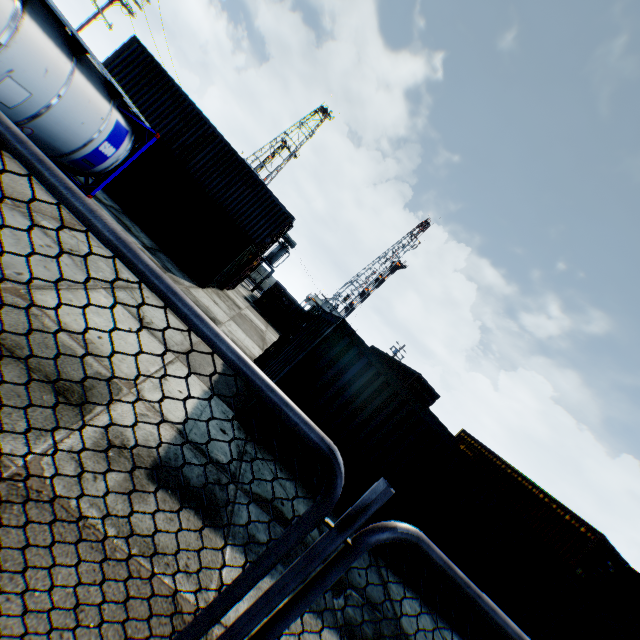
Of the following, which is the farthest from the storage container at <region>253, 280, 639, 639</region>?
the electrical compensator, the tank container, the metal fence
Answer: the electrical compensator

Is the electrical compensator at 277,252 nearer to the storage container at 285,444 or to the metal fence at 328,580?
the storage container at 285,444

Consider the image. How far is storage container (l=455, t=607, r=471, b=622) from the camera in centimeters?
775cm

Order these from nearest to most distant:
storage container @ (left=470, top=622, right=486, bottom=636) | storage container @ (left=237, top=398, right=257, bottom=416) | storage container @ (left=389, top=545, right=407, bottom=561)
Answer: storage container @ (left=237, top=398, right=257, bottom=416), storage container @ (left=389, top=545, right=407, bottom=561), storage container @ (left=470, top=622, right=486, bottom=636)

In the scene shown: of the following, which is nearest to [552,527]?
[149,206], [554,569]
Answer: [554,569]

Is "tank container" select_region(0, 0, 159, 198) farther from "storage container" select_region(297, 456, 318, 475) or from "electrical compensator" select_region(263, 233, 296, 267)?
"electrical compensator" select_region(263, 233, 296, 267)

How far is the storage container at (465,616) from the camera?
7.7m

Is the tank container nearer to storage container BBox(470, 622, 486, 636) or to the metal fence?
the metal fence
